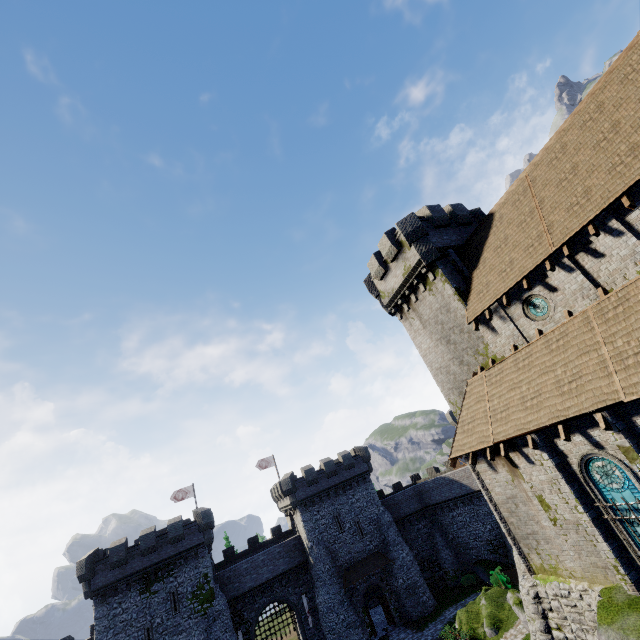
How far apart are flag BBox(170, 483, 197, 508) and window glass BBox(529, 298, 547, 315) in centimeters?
4441cm

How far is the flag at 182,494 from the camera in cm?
4150

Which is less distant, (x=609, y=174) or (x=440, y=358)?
(x=609, y=174)

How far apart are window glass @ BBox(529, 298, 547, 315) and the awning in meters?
32.9

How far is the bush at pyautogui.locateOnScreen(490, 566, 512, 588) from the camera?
26.6 meters

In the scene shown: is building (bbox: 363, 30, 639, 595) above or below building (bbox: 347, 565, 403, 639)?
above

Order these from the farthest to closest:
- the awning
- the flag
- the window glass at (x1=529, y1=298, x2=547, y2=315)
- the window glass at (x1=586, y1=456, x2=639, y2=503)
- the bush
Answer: the flag
the awning
the bush
the window glass at (x1=529, y1=298, x2=547, y2=315)
the window glass at (x1=586, y1=456, x2=639, y2=503)

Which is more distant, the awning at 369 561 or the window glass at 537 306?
the awning at 369 561
